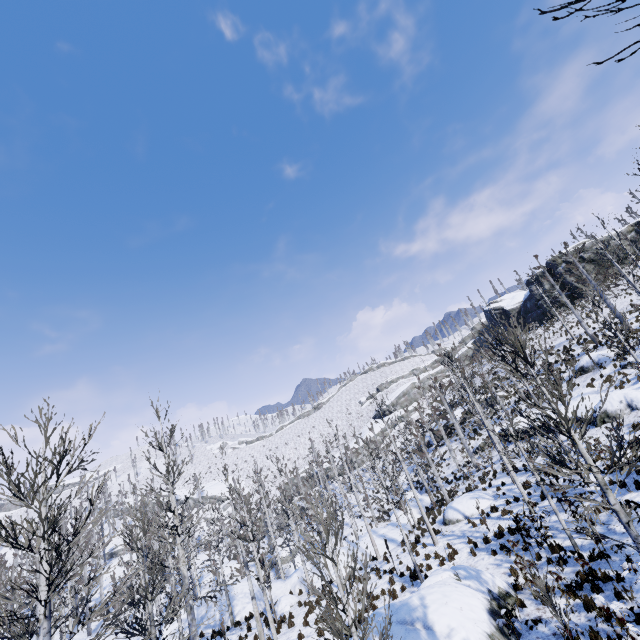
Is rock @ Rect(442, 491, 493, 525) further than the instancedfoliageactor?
Yes

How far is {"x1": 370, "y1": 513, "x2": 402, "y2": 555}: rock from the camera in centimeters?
2405cm

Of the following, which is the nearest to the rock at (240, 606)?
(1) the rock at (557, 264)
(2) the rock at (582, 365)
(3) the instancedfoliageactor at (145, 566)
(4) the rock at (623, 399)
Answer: (3) the instancedfoliageactor at (145, 566)

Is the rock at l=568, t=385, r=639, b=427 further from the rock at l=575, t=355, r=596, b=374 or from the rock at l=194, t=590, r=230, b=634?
the rock at l=194, t=590, r=230, b=634

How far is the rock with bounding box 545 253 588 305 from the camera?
43.7m

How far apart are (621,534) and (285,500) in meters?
17.6 m

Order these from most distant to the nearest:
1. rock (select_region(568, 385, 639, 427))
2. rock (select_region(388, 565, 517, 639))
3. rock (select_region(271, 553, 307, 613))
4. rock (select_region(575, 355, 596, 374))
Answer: rock (select_region(575, 355, 596, 374))
rock (select_region(271, 553, 307, 613))
rock (select_region(568, 385, 639, 427))
rock (select_region(388, 565, 517, 639))

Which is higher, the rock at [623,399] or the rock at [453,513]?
the rock at [623,399]
